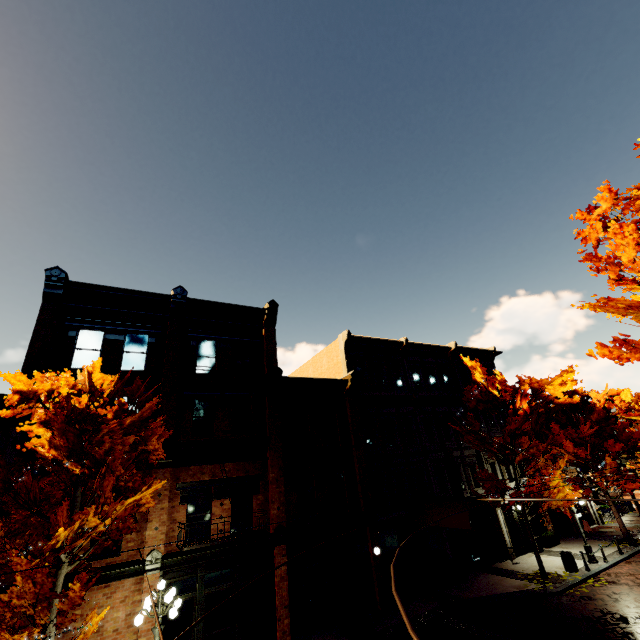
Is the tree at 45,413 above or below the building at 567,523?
above

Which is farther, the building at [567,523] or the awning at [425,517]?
the building at [567,523]

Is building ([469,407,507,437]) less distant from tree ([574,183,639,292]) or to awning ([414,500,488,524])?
awning ([414,500,488,524])

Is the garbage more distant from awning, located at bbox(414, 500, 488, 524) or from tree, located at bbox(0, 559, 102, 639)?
awning, located at bbox(414, 500, 488, 524)

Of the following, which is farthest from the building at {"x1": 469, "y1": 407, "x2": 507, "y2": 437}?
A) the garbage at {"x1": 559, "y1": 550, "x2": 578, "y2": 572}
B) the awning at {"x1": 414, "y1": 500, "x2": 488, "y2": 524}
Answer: the garbage at {"x1": 559, "y1": 550, "x2": 578, "y2": 572}

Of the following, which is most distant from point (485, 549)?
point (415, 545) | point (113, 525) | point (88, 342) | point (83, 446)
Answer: point (88, 342)

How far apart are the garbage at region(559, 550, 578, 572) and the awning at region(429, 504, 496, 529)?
4.9 meters
